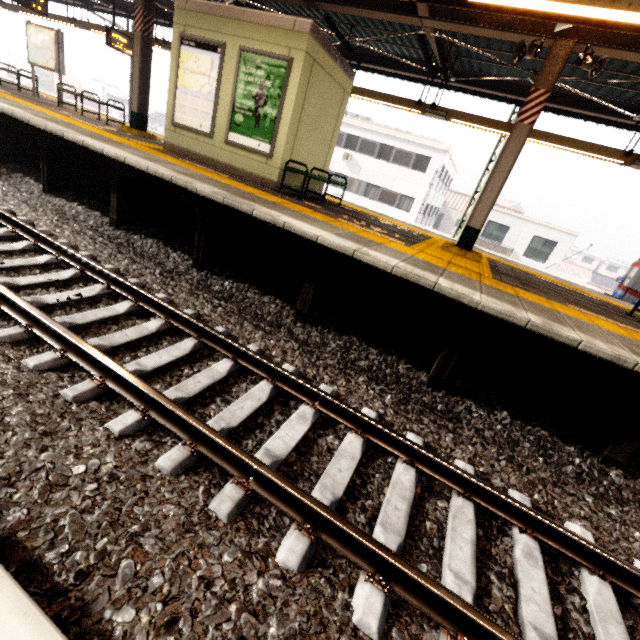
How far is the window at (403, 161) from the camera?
24.6 meters

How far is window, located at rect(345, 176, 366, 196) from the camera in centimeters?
2666cm

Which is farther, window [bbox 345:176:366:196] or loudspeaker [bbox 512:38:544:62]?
window [bbox 345:176:366:196]

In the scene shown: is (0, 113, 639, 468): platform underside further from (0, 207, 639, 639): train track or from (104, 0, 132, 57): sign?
(104, 0, 132, 57): sign

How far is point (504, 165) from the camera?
5.9m

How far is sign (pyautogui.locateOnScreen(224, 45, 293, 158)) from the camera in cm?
628

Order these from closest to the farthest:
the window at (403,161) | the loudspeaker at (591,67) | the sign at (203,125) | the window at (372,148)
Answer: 1. the loudspeaker at (591,67)
2. the sign at (203,125)
3. the window at (403,161)
4. the window at (372,148)

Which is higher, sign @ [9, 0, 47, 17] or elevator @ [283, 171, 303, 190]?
sign @ [9, 0, 47, 17]
